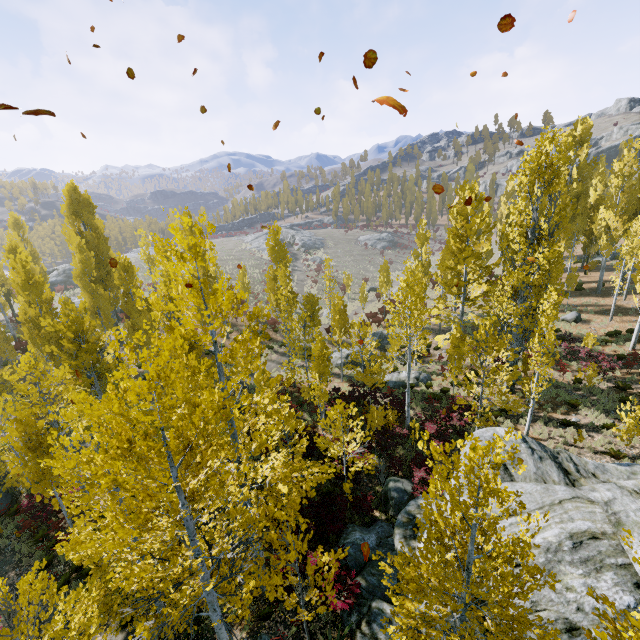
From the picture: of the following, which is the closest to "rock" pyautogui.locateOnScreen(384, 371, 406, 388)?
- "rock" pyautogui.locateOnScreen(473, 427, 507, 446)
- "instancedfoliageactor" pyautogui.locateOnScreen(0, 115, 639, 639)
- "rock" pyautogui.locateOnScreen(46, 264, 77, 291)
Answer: "instancedfoliageactor" pyautogui.locateOnScreen(0, 115, 639, 639)

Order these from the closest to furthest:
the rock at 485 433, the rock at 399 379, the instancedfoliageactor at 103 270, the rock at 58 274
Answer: the instancedfoliageactor at 103 270, the rock at 485 433, the rock at 399 379, the rock at 58 274

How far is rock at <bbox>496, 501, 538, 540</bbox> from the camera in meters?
8.8 m

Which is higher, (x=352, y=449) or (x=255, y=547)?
(x=255, y=547)

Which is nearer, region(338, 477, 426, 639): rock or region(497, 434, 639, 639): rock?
region(497, 434, 639, 639): rock

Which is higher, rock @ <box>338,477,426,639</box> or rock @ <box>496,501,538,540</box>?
rock @ <box>496,501,538,540</box>

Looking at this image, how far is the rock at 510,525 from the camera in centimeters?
879cm

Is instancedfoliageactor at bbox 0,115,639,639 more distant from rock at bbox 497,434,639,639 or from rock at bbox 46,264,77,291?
rock at bbox 46,264,77,291
